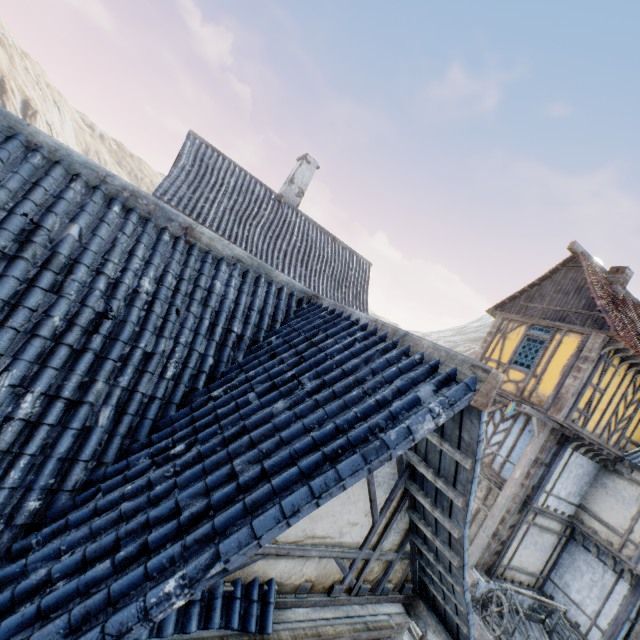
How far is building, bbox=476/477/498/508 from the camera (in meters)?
12.26

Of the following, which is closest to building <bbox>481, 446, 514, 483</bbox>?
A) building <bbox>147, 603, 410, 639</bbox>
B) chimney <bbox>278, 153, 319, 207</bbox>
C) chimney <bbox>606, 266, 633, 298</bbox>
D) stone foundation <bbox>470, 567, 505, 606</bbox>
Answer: stone foundation <bbox>470, 567, 505, 606</bbox>

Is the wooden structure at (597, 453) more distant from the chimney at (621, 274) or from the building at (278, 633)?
the building at (278, 633)

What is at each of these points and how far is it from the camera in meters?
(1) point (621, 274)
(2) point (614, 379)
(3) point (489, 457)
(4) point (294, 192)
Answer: (1) chimney, 11.8
(2) building, 10.4
(3) building, 13.1
(4) chimney, 14.7

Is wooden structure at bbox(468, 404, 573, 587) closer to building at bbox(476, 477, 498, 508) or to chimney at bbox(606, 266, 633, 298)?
building at bbox(476, 477, 498, 508)

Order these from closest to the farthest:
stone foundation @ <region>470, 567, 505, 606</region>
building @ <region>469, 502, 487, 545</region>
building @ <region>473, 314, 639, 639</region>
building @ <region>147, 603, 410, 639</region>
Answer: building @ <region>147, 603, 410, 639</region> < building @ <region>473, 314, 639, 639</region> < stone foundation @ <region>470, 567, 505, 606</region> < building @ <region>469, 502, 487, 545</region>

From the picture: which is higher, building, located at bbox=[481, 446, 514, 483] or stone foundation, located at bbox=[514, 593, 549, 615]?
building, located at bbox=[481, 446, 514, 483]

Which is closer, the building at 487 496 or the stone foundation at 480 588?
the stone foundation at 480 588
